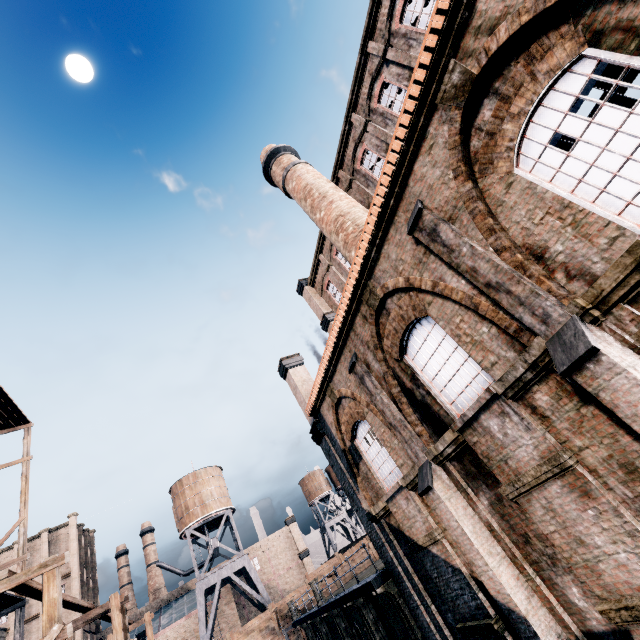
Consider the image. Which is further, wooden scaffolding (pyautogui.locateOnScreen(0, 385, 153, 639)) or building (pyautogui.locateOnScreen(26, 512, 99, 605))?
building (pyautogui.locateOnScreen(26, 512, 99, 605))

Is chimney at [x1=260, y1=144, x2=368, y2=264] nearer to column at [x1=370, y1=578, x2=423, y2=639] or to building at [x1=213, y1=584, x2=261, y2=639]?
column at [x1=370, y1=578, x2=423, y2=639]

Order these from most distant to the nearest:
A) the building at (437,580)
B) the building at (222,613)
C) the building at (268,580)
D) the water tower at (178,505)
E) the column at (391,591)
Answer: the building at (268,580), the building at (222,613), the water tower at (178,505), the column at (391,591), the building at (437,580)

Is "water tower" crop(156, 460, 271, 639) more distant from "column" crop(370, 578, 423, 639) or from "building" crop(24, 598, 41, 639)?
"column" crop(370, 578, 423, 639)

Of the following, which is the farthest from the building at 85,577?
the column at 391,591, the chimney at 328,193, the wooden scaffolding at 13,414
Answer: the chimney at 328,193

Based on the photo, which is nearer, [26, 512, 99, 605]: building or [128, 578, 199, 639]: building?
[128, 578, 199, 639]: building

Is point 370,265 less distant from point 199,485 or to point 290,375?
point 290,375

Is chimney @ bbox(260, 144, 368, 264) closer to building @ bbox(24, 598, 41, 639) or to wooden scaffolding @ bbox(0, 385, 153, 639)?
wooden scaffolding @ bbox(0, 385, 153, 639)
